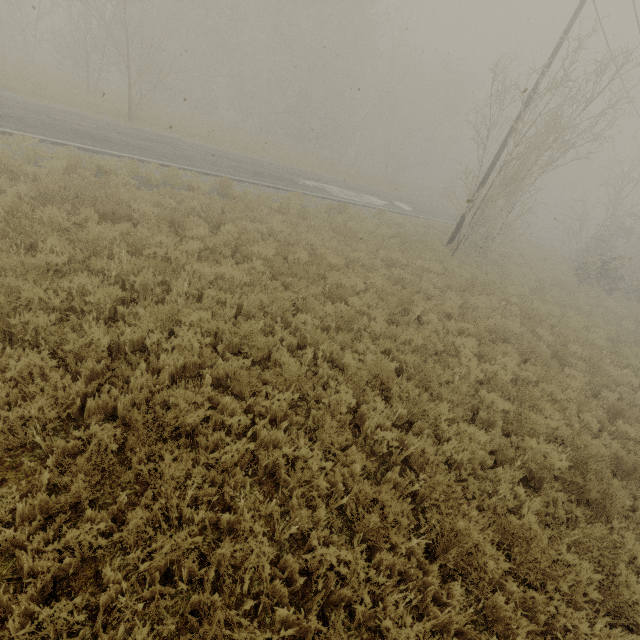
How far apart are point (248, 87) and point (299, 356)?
32.6 meters
